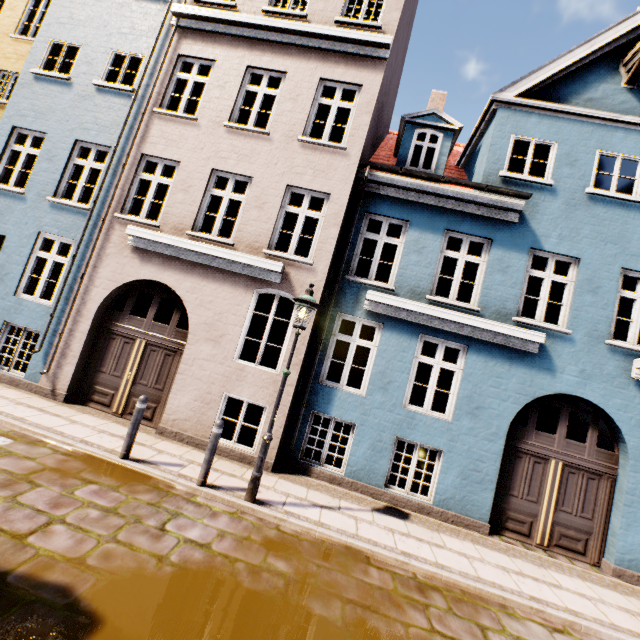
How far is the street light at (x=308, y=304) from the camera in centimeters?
541cm

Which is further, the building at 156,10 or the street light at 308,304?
the building at 156,10

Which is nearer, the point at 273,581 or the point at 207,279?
the point at 273,581

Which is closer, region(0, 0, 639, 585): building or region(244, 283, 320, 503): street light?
region(244, 283, 320, 503): street light

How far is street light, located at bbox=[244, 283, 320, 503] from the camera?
5.4m
